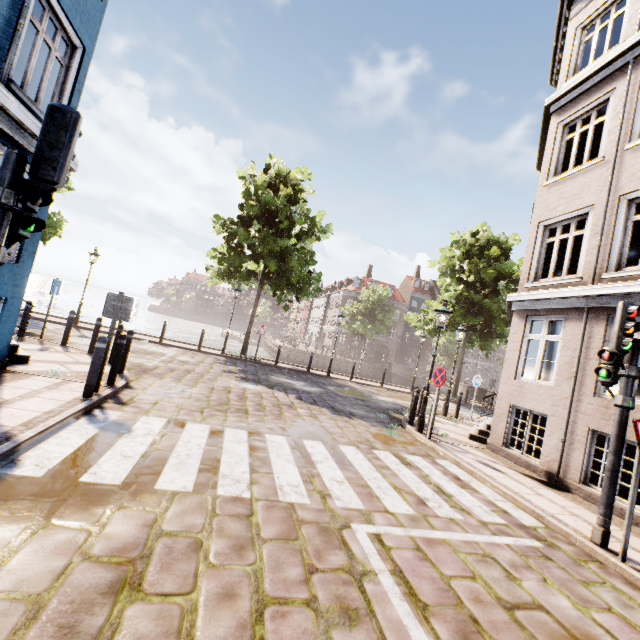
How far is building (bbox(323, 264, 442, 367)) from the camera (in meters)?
53.41

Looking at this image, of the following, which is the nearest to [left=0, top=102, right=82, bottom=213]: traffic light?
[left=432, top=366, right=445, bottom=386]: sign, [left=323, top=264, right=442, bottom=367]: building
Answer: [left=432, top=366, right=445, bottom=386]: sign

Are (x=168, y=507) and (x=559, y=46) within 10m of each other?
no

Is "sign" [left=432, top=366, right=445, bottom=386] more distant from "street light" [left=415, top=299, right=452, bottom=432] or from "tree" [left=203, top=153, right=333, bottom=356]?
"tree" [left=203, top=153, right=333, bottom=356]

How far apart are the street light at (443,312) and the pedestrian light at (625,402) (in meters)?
4.30

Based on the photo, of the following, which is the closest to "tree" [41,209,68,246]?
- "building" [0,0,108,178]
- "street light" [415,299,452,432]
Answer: "building" [0,0,108,178]

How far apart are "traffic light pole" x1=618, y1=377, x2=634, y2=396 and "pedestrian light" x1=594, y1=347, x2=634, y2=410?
0.0 meters

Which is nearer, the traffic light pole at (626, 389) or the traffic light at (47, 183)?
the traffic light at (47, 183)
